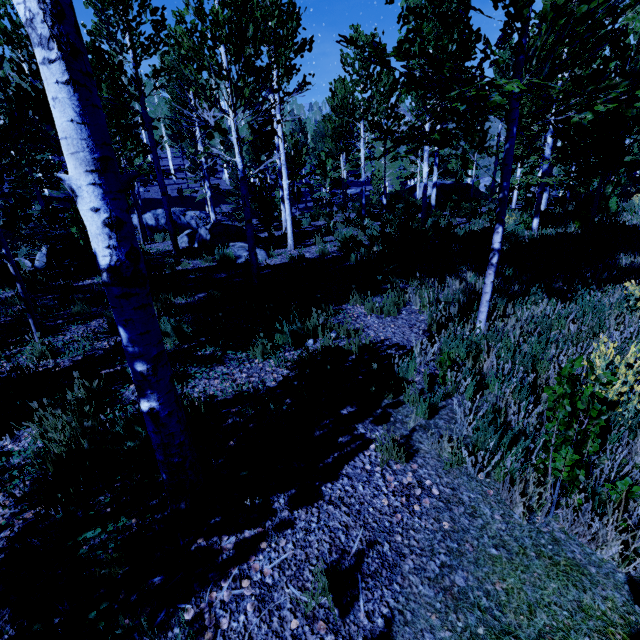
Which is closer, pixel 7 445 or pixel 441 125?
pixel 7 445

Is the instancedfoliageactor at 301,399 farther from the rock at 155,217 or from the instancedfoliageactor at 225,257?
the rock at 155,217

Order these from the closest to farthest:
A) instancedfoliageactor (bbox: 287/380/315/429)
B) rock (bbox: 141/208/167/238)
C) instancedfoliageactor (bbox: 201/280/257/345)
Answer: instancedfoliageactor (bbox: 287/380/315/429) < instancedfoliageactor (bbox: 201/280/257/345) < rock (bbox: 141/208/167/238)

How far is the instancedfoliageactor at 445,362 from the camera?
3.66m

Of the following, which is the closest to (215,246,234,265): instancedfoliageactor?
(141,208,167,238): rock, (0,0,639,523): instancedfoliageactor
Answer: (0,0,639,523): instancedfoliageactor

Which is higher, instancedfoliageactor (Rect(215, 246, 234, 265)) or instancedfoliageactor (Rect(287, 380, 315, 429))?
instancedfoliageactor (Rect(215, 246, 234, 265))

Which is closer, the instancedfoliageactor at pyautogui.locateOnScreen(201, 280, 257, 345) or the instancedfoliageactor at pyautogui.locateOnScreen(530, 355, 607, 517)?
the instancedfoliageactor at pyautogui.locateOnScreen(530, 355, 607, 517)
